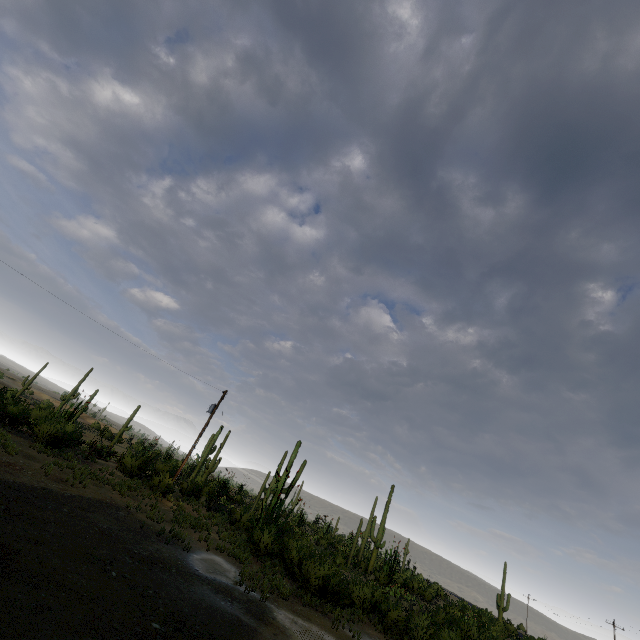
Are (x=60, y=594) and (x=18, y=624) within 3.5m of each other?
yes
